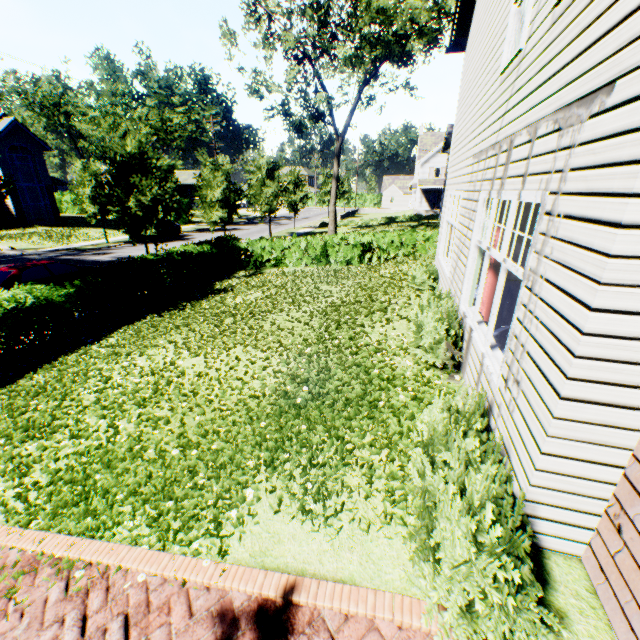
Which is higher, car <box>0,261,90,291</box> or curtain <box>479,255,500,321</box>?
curtain <box>479,255,500,321</box>

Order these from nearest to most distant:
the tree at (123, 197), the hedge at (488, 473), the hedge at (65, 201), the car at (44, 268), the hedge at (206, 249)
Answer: the hedge at (488, 473), the hedge at (206, 249), the car at (44, 268), the tree at (123, 197), the hedge at (65, 201)

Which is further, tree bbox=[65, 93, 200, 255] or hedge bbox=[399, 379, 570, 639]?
tree bbox=[65, 93, 200, 255]

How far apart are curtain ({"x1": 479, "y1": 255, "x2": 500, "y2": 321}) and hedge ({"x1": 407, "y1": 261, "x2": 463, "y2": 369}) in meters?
0.4

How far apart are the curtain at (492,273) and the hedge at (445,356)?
0.4m

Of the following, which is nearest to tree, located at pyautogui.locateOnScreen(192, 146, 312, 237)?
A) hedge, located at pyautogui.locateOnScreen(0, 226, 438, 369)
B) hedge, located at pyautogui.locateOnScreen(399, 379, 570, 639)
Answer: hedge, located at pyautogui.locateOnScreen(0, 226, 438, 369)

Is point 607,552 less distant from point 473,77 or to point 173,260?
point 473,77

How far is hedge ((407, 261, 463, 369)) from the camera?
5.4m
